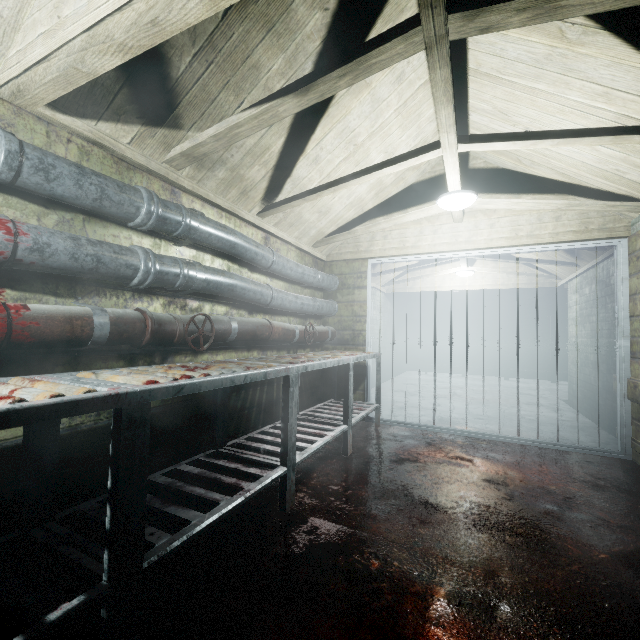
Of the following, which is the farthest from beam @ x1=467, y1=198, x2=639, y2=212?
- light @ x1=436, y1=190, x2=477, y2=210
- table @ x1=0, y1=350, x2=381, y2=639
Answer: table @ x1=0, y1=350, x2=381, y2=639

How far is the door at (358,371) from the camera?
3.94m

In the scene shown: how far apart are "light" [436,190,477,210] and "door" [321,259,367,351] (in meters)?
1.01

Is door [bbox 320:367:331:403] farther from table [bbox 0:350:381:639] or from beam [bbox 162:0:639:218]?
beam [bbox 162:0:639:218]

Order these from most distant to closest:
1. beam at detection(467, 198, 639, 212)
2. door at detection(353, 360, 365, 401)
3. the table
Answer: door at detection(353, 360, 365, 401)
beam at detection(467, 198, 639, 212)
the table

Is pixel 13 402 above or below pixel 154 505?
above

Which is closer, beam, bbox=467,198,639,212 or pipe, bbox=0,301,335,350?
pipe, bbox=0,301,335,350
